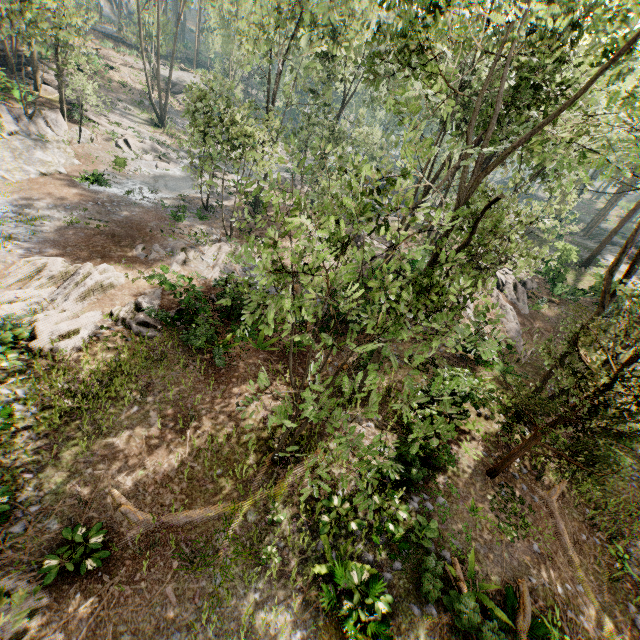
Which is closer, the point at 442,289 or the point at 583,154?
the point at 442,289

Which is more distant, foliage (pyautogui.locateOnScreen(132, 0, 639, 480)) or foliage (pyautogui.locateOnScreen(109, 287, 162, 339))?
foliage (pyautogui.locateOnScreen(109, 287, 162, 339))

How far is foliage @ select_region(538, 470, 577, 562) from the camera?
11.0m

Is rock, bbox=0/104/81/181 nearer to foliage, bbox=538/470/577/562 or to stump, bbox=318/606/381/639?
foliage, bbox=538/470/577/562

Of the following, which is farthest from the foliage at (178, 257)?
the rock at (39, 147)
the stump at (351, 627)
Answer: the stump at (351, 627)

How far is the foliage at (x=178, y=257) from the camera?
20.0m
